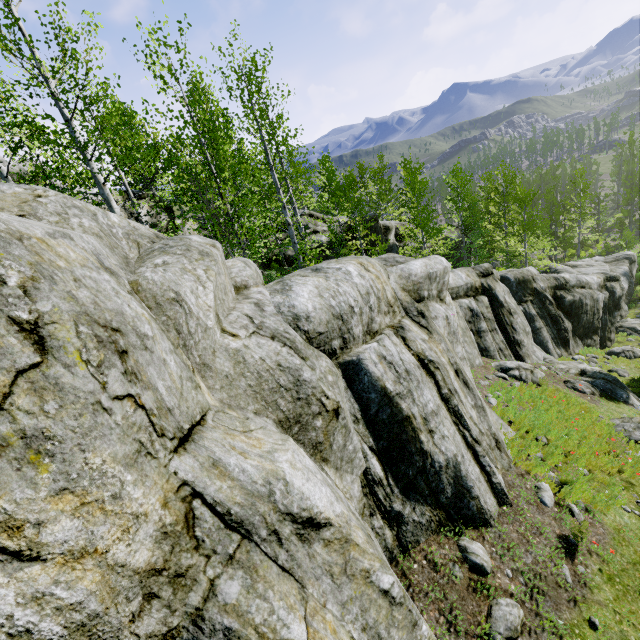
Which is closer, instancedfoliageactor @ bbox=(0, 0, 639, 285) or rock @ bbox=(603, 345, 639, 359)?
instancedfoliageactor @ bbox=(0, 0, 639, 285)

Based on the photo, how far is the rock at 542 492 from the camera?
6.45m

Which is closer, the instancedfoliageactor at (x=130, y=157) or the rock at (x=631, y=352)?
the instancedfoliageactor at (x=130, y=157)

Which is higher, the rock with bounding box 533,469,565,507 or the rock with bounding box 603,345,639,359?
the rock with bounding box 533,469,565,507

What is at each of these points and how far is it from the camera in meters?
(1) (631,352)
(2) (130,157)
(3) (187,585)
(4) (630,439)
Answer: (1) rock, 20.7
(2) instancedfoliageactor, 8.2
(3) rock, 2.1
(4) rock, 9.4

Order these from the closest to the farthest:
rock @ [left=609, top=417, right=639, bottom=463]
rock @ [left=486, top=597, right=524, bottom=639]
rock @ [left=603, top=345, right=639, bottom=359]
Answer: rock @ [left=486, top=597, right=524, bottom=639]
rock @ [left=609, top=417, right=639, bottom=463]
rock @ [left=603, top=345, right=639, bottom=359]

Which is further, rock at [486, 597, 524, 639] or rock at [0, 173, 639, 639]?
rock at [486, 597, 524, 639]
